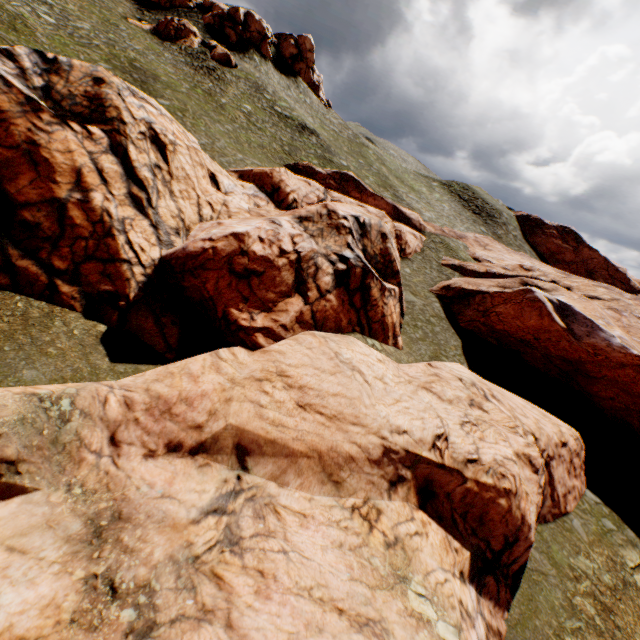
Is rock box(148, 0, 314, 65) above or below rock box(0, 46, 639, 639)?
above

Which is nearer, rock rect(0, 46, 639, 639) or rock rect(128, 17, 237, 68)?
rock rect(0, 46, 639, 639)

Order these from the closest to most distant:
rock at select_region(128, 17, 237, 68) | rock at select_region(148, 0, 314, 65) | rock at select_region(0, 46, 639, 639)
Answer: rock at select_region(0, 46, 639, 639) → rock at select_region(128, 17, 237, 68) → rock at select_region(148, 0, 314, 65)

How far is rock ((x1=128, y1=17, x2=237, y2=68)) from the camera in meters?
45.4

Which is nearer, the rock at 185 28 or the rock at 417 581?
the rock at 417 581

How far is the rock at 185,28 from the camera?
45.4m

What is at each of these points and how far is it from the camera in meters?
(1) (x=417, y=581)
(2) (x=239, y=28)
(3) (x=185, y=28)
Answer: (1) rock, 8.8 m
(2) rock, 51.1 m
(3) rock, 46.2 m
